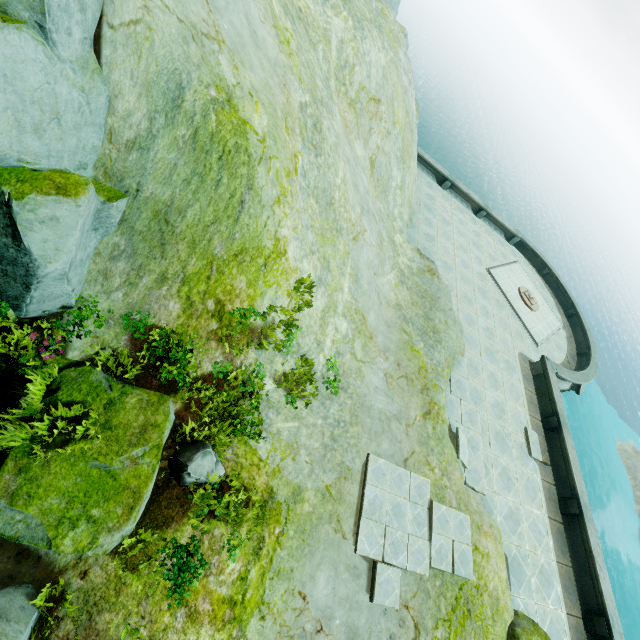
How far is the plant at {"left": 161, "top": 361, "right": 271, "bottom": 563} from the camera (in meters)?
5.62

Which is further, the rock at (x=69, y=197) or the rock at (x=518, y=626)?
the rock at (x=518, y=626)

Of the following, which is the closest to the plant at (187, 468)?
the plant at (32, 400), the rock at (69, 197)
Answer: the rock at (69, 197)

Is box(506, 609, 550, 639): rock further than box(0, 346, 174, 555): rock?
Yes

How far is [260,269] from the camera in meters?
7.4 m

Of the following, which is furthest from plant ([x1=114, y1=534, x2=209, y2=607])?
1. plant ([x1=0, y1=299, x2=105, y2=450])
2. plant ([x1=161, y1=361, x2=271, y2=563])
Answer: plant ([x1=0, y1=299, x2=105, y2=450])

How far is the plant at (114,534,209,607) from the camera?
4.9m

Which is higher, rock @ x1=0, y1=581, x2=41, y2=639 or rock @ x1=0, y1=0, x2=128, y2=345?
rock @ x1=0, y1=0, x2=128, y2=345
